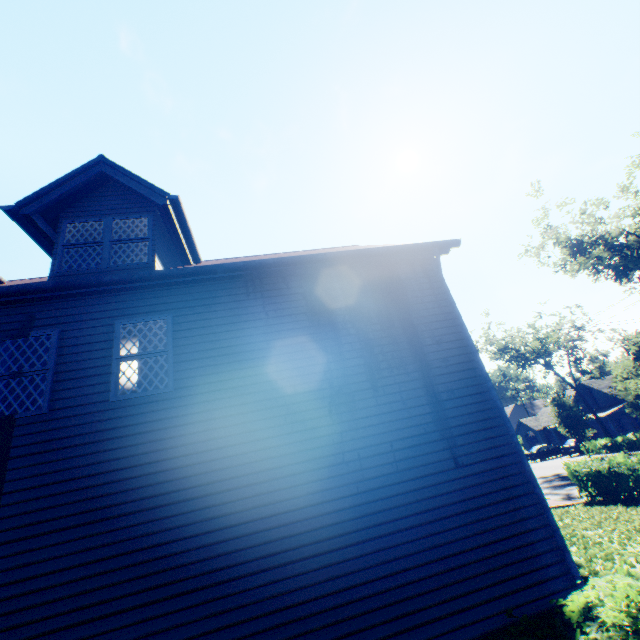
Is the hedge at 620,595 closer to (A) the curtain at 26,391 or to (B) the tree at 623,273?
(A) the curtain at 26,391

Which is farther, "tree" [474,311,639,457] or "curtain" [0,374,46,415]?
"tree" [474,311,639,457]

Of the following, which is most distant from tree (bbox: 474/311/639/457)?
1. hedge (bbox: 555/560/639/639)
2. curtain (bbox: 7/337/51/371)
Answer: curtain (bbox: 7/337/51/371)

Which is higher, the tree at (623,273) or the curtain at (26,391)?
the tree at (623,273)

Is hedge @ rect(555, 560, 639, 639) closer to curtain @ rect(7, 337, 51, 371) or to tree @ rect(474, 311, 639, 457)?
curtain @ rect(7, 337, 51, 371)

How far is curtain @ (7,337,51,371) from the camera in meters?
6.0

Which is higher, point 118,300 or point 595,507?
point 118,300
